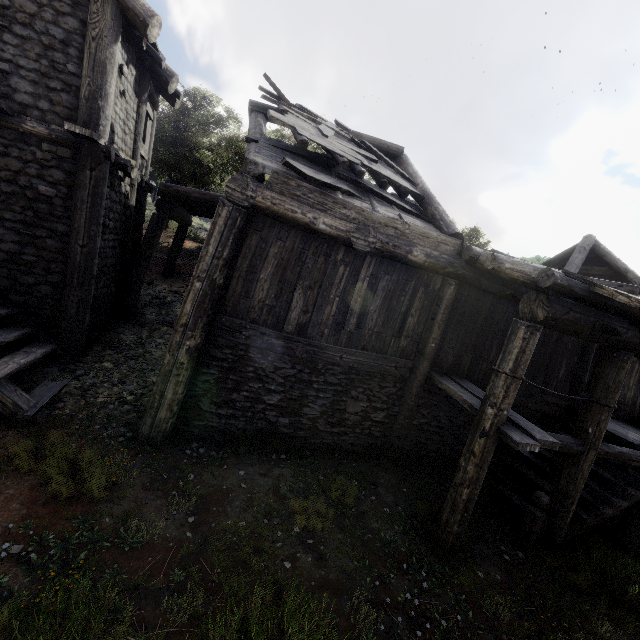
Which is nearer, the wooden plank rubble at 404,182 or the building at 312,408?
the building at 312,408

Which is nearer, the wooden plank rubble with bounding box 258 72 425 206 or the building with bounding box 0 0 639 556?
the building with bounding box 0 0 639 556

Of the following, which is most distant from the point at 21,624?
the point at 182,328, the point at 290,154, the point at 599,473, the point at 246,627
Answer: the point at 599,473

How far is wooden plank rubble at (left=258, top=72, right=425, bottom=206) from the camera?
6.95m

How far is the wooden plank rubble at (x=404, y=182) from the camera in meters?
7.0
